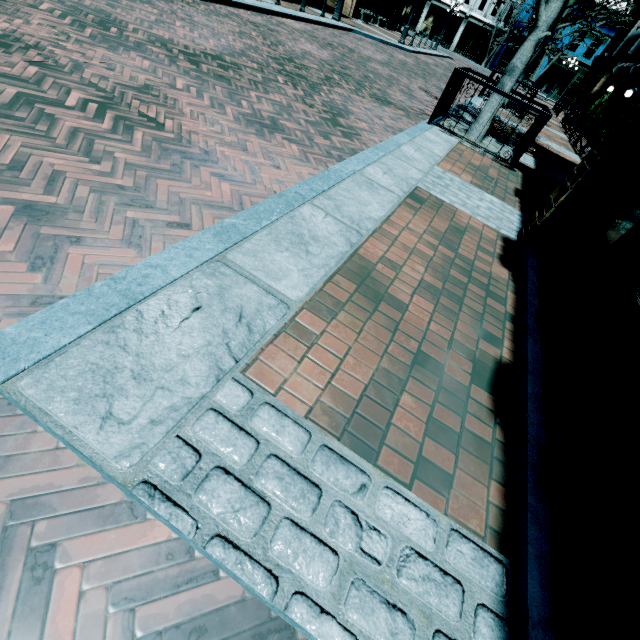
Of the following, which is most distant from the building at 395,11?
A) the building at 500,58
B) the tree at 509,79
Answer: the building at 500,58

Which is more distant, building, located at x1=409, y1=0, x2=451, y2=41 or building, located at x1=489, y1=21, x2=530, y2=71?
building, located at x1=409, y1=0, x2=451, y2=41

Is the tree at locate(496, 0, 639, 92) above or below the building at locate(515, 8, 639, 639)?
above

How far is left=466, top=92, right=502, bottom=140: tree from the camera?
6.80m

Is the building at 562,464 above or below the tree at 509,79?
below

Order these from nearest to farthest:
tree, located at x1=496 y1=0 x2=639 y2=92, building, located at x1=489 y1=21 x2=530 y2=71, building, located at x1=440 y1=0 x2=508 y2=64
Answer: tree, located at x1=496 y1=0 x2=639 y2=92
building, located at x1=489 y1=21 x2=530 y2=71
building, located at x1=440 y1=0 x2=508 y2=64

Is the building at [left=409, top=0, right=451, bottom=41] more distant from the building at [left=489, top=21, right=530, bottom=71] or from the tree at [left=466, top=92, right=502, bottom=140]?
the tree at [left=466, top=92, right=502, bottom=140]

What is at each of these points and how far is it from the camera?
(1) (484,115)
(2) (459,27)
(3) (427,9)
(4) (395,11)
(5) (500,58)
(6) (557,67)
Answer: (1) tree, 7.0m
(2) building, 38.5m
(3) building, 38.9m
(4) building, 28.3m
(5) building, 38.1m
(6) building, 37.0m
